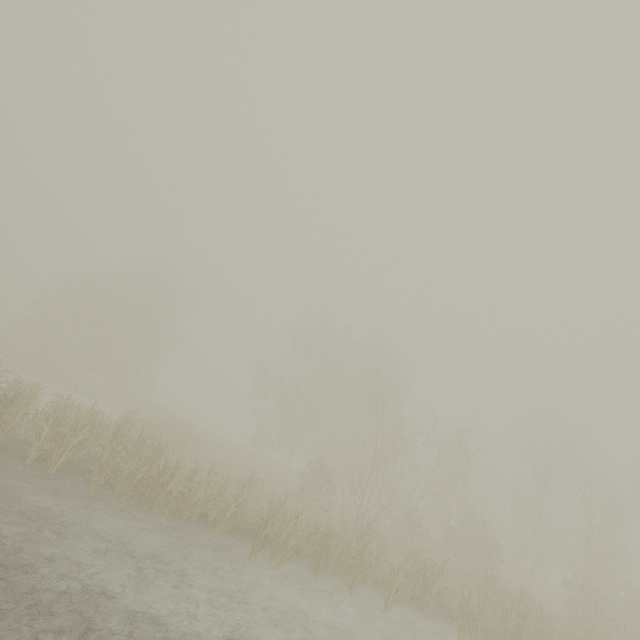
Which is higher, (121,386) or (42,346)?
(42,346)
